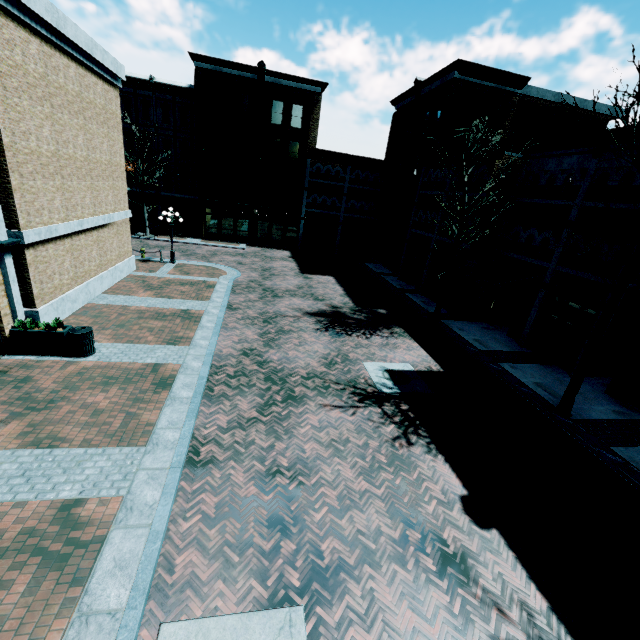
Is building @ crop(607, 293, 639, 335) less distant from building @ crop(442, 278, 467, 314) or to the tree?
building @ crop(442, 278, 467, 314)

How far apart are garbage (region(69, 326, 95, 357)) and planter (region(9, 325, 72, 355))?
0.0m

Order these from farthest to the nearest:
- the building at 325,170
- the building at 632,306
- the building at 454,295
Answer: the building at 325,170 < the building at 454,295 < the building at 632,306

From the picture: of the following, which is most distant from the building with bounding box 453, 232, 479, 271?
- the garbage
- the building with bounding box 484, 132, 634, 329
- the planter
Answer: the planter

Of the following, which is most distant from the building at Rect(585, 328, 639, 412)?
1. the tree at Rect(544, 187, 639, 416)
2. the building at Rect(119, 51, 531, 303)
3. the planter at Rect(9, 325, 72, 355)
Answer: the tree at Rect(544, 187, 639, 416)

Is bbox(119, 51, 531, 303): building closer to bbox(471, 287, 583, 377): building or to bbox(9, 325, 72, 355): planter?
bbox(471, 287, 583, 377): building

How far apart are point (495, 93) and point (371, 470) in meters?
26.7 m

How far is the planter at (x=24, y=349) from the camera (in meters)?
9.69
